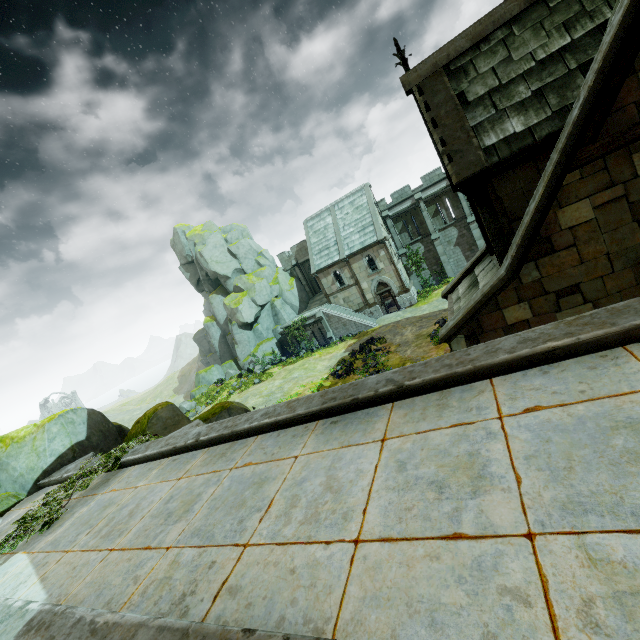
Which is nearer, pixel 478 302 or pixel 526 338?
pixel 526 338

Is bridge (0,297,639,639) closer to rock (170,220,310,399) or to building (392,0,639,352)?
building (392,0,639,352)

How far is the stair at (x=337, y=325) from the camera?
32.9m

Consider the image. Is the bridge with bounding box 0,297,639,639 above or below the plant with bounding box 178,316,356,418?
above

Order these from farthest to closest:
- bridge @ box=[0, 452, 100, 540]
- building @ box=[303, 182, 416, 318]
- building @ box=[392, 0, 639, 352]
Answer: building @ box=[303, 182, 416, 318] < bridge @ box=[0, 452, 100, 540] < building @ box=[392, 0, 639, 352]

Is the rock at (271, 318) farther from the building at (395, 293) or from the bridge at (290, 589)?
the bridge at (290, 589)

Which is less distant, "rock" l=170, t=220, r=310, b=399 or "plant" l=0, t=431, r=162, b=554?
"plant" l=0, t=431, r=162, b=554

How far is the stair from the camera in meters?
32.9
